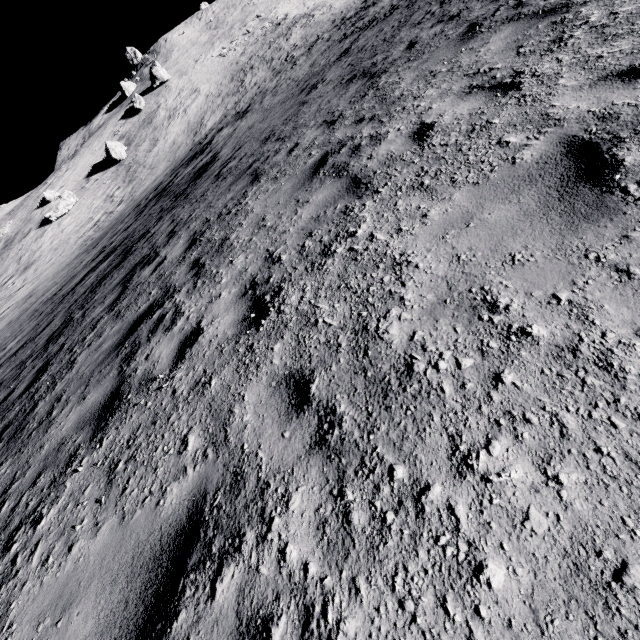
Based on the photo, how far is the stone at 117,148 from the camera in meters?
36.2

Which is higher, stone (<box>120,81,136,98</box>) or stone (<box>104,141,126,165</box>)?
stone (<box>120,81,136,98</box>)

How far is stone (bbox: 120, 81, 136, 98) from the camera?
57.7 meters

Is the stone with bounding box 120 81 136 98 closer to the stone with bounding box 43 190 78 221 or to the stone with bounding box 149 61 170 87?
the stone with bounding box 149 61 170 87

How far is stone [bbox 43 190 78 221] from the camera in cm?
3366

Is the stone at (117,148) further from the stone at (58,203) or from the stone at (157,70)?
the stone at (157,70)

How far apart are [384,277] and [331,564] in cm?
204

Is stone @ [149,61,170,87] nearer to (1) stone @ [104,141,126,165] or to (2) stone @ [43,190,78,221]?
(1) stone @ [104,141,126,165]
